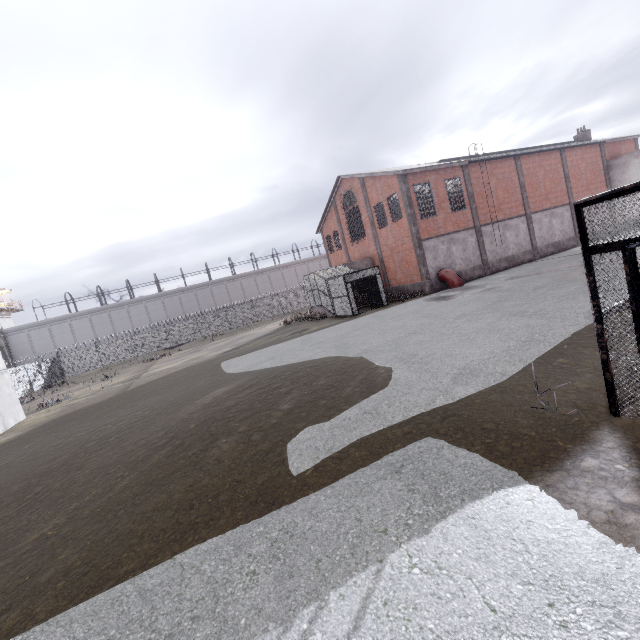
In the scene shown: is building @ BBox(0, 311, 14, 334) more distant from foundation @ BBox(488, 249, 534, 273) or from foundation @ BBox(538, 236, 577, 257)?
foundation @ BBox(538, 236, 577, 257)

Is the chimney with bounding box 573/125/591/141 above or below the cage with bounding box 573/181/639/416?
Answer: above

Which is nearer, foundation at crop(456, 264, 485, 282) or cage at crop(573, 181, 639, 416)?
cage at crop(573, 181, 639, 416)

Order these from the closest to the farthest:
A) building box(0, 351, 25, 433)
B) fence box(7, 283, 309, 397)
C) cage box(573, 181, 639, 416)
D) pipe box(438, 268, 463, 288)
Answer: cage box(573, 181, 639, 416) < building box(0, 351, 25, 433) < pipe box(438, 268, 463, 288) < fence box(7, 283, 309, 397)

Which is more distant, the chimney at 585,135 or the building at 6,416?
the chimney at 585,135

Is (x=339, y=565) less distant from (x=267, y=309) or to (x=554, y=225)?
(x=554, y=225)

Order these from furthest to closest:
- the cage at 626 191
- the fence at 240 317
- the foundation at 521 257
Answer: the fence at 240 317
the foundation at 521 257
the cage at 626 191

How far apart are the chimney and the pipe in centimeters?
2545cm
